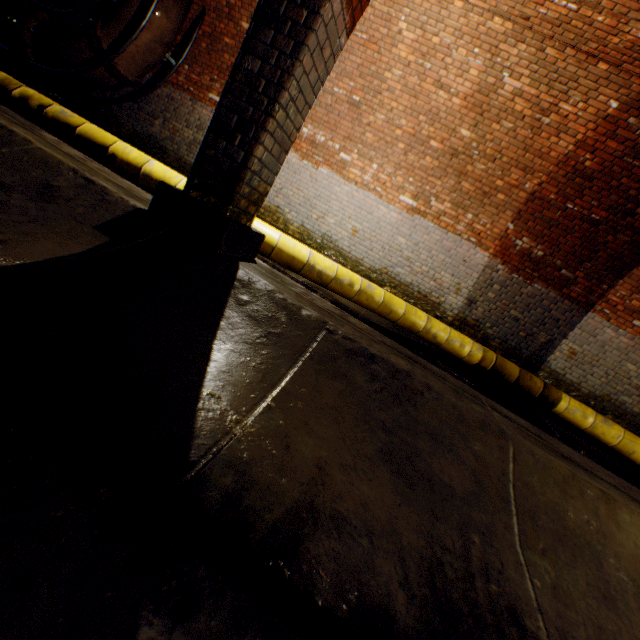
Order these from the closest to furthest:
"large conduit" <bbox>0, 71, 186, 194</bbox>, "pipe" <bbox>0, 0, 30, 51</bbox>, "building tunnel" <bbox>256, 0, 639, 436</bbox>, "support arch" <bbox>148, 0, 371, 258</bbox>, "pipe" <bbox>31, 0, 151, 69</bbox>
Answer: "support arch" <bbox>148, 0, 371, 258</bbox> → "large conduit" <bbox>0, 71, 186, 194</bbox> → "building tunnel" <bbox>256, 0, 639, 436</bbox> → "pipe" <bbox>31, 0, 151, 69</bbox> → "pipe" <bbox>0, 0, 30, 51</bbox>

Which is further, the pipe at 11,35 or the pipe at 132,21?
the pipe at 11,35

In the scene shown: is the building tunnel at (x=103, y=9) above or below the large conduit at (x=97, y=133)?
above

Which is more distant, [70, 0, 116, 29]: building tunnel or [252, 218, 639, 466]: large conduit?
[70, 0, 116, 29]: building tunnel

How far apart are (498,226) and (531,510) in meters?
6.1

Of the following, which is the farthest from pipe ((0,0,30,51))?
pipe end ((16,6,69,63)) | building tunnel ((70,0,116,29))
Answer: building tunnel ((70,0,116,29))

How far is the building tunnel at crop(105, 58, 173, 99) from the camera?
7.50m

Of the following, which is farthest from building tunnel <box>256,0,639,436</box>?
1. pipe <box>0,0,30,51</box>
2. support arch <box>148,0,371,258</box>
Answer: pipe <box>0,0,30,51</box>
